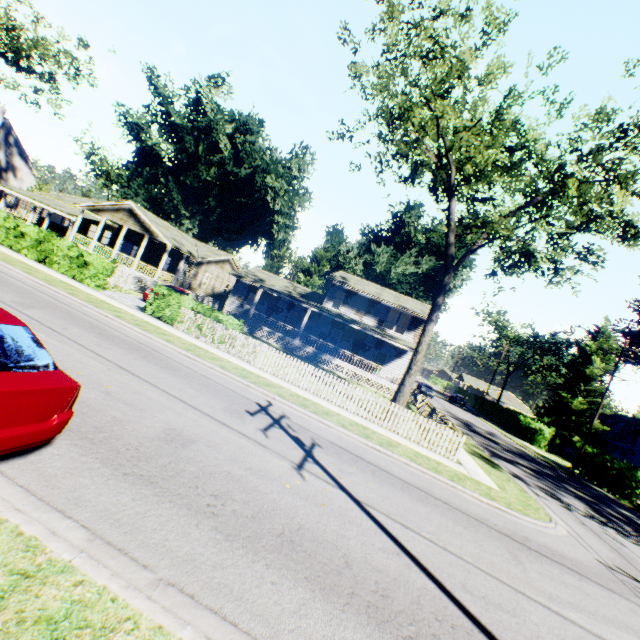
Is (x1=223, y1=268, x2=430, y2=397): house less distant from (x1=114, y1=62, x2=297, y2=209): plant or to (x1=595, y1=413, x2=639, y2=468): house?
(x1=114, y1=62, x2=297, y2=209): plant

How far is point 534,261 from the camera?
15.34m

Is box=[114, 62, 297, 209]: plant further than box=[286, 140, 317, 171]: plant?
No

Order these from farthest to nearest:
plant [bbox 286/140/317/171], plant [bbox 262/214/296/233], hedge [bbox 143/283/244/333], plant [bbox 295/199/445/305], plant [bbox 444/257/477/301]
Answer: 1. plant [bbox 262/214/296/233]
2. plant [bbox 286/140/317/171]
3. plant [bbox 295/199/445/305]
4. plant [bbox 444/257/477/301]
5. hedge [bbox 143/283/244/333]

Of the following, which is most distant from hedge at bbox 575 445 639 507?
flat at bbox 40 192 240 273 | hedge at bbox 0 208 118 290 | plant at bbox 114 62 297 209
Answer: flat at bbox 40 192 240 273

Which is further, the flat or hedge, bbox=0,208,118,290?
the flat

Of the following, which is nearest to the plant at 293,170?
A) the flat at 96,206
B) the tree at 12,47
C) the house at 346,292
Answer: the tree at 12,47

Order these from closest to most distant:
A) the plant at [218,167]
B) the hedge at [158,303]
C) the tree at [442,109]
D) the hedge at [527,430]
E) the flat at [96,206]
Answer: the tree at [442,109]
the hedge at [158,303]
the flat at [96,206]
the hedge at [527,430]
the plant at [218,167]
